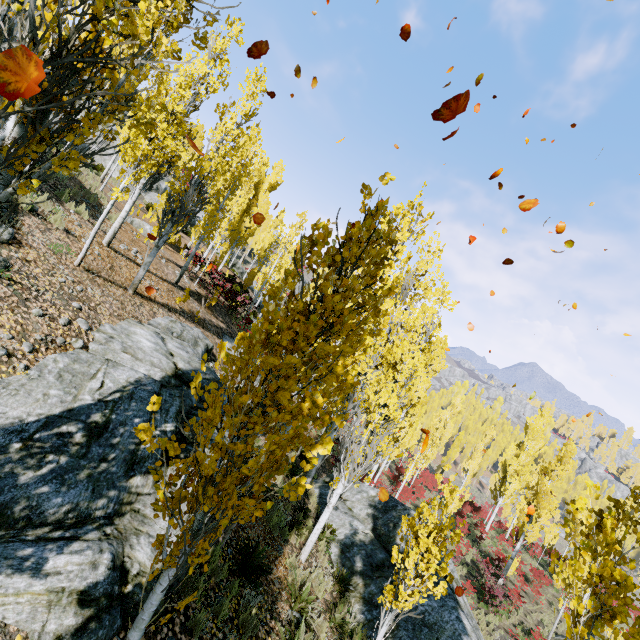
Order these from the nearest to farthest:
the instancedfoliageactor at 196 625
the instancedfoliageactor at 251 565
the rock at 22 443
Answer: the rock at 22 443, the instancedfoliageactor at 196 625, the instancedfoliageactor at 251 565

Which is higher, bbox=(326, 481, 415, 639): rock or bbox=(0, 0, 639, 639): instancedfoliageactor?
bbox=(0, 0, 639, 639): instancedfoliageactor

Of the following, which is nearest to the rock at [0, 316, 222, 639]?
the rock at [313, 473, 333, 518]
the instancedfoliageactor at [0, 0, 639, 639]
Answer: the instancedfoliageactor at [0, 0, 639, 639]

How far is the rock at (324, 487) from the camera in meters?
12.9

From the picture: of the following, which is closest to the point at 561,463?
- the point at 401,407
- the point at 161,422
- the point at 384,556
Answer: the point at 401,407

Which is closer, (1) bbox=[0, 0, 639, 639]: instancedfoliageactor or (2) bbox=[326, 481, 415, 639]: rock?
(1) bbox=[0, 0, 639, 639]: instancedfoliageactor

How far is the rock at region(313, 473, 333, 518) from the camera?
12.87m
